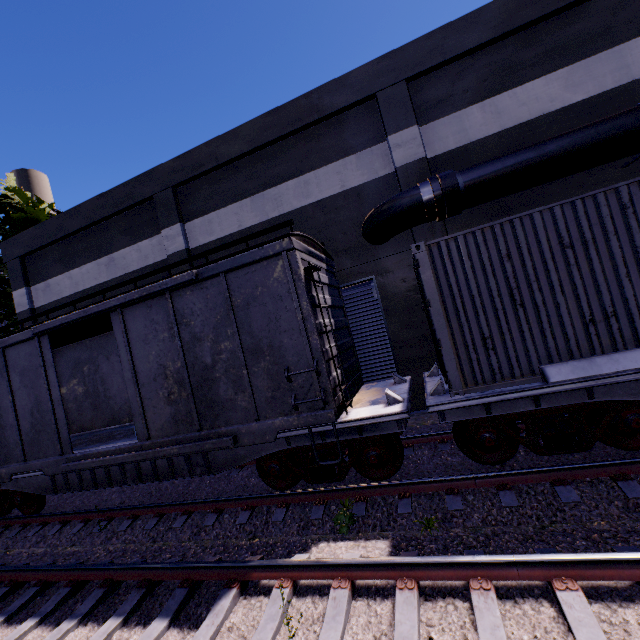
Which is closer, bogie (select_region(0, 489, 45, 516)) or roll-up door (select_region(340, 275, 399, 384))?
bogie (select_region(0, 489, 45, 516))

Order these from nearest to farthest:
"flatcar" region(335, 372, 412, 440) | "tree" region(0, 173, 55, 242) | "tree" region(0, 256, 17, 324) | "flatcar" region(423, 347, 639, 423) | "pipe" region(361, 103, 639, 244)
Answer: "flatcar" region(423, 347, 639, 423) < "flatcar" region(335, 372, 412, 440) < "pipe" region(361, 103, 639, 244) < "tree" region(0, 256, 17, 324) < "tree" region(0, 173, 55, 242)

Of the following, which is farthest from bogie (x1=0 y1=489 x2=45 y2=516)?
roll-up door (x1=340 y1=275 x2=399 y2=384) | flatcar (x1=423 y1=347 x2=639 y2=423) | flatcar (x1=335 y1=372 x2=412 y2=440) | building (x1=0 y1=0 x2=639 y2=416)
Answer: flatcar (x1=423 y1=347 x2=639 y2=423)

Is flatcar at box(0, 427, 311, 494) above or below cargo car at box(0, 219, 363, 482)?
below

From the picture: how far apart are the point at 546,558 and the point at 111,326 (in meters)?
11.36

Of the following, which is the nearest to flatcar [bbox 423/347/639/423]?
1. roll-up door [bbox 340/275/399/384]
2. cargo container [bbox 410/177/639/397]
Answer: cargo container [bbox 410/177/639/397]

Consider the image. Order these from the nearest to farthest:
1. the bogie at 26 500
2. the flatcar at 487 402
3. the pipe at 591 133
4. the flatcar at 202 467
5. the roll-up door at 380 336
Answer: the flatcar at 487 402 < the flatcar at 202 467 < the pipe at 591 133 < the bogie at 26 500 < the roll-up door at 380 336

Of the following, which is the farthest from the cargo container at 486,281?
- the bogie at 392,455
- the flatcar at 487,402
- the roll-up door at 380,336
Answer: the bogie at 392,455
